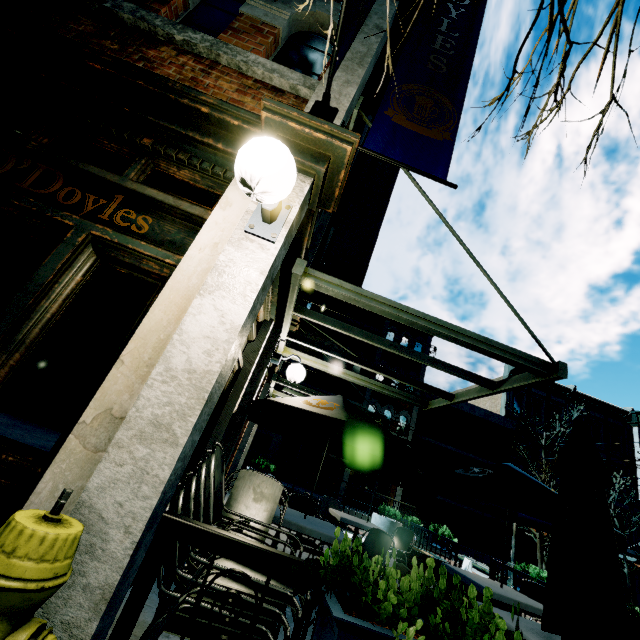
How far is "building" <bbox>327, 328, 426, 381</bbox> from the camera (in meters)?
19.89

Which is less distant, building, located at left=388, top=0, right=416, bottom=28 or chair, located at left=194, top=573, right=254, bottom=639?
chair, located at left=194, top=573, right=254, bottom=639

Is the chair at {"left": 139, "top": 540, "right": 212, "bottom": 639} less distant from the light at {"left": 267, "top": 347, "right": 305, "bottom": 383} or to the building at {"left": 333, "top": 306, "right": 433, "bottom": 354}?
the light at {"left": 267, "top": 347, "right": 305, "bottom": 383}

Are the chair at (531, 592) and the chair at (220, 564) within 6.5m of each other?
yes

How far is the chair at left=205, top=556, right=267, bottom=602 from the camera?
1.7 meters

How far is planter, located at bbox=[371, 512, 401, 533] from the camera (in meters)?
10.77

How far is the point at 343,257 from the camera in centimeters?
588cm

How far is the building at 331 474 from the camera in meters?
17.0
